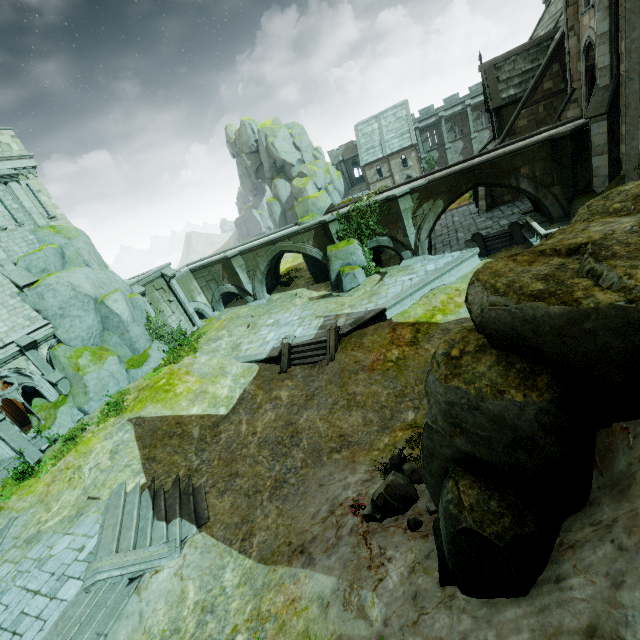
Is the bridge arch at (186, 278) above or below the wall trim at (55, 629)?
above

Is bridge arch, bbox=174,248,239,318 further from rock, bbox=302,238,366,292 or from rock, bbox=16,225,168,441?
rock, bbox=302,238,366,292

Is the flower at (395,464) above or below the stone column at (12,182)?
below

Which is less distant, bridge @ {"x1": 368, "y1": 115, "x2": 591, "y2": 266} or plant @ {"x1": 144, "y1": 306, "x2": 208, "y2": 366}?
bridge @ {"x1": 368, "y1": 115, "x2": 591, "y2": 266}

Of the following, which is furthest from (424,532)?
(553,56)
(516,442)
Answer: (553,56)

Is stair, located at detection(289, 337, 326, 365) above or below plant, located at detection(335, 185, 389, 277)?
below

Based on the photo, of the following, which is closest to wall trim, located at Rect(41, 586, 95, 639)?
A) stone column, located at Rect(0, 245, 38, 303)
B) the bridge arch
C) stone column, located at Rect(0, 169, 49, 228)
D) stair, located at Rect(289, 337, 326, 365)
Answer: stair, located at Rect(289, 337, 326, 365)

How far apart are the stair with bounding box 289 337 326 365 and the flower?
7.97m
